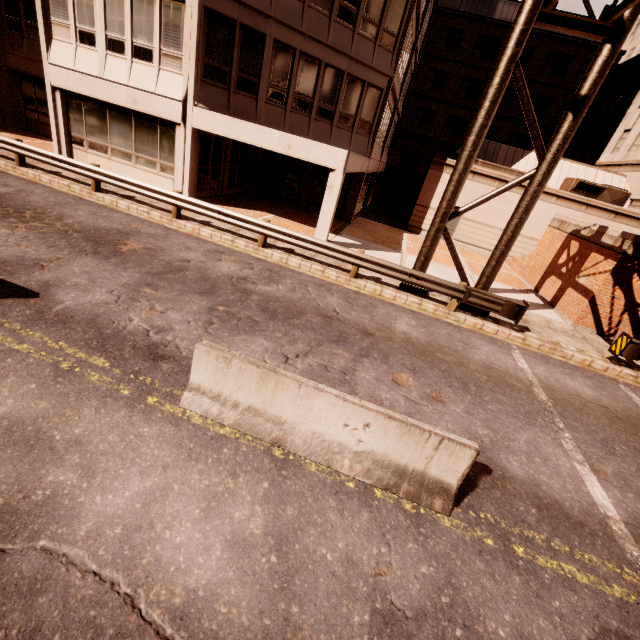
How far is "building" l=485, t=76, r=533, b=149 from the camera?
33.3m

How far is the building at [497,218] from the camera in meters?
20.5

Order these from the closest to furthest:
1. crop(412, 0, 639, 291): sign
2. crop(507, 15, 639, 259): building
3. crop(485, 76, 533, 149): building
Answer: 1. crop(412, 0, 639, 291): sign
2. crop(507, 15, 639, 259): building
3. crop(485, 76, 533, 149): building

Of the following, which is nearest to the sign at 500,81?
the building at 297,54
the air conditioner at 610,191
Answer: the building at 297,54

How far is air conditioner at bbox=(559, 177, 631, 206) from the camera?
20.2 meters

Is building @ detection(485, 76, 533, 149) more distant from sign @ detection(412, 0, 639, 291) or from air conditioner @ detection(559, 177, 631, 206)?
sign @ detection(412, 0, 639, 291)

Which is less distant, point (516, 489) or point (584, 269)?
point (516, 489)

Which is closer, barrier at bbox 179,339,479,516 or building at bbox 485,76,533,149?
barrier at bbox 179,339,479,516
